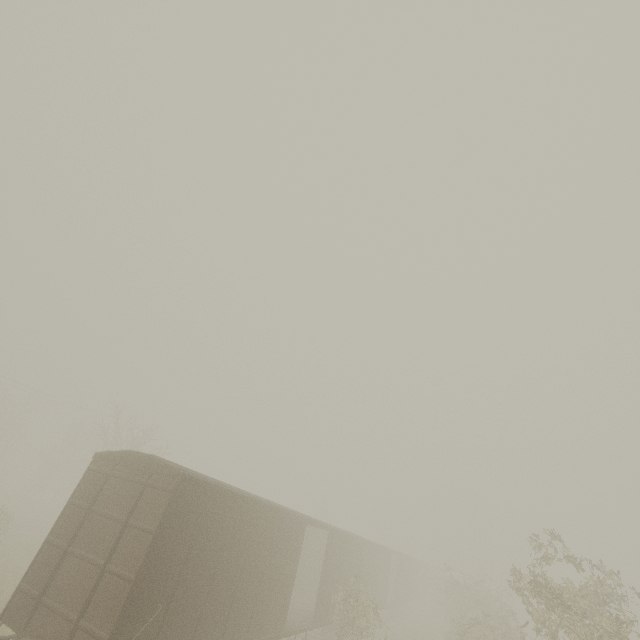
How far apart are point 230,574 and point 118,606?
3.5 meters
